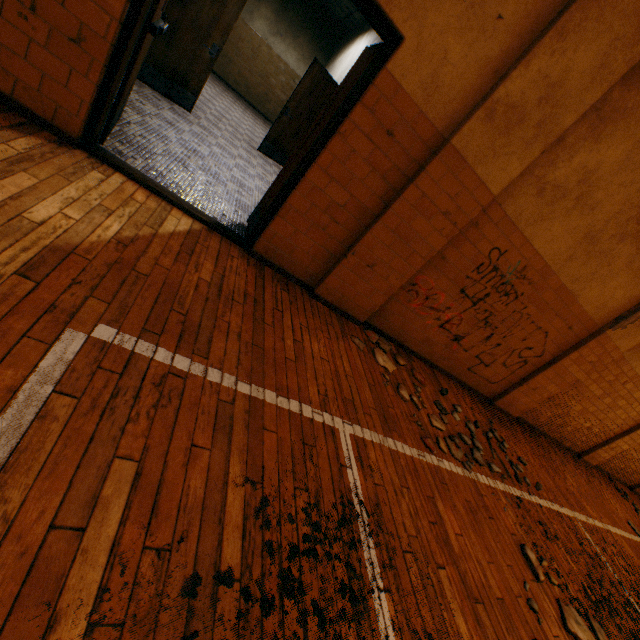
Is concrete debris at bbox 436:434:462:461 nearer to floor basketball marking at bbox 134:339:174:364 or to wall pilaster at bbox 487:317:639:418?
floor basketball marking at bbox 134:339:174:364

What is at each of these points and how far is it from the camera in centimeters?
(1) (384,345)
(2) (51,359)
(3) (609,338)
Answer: (1) concrete debris, 407cm
(2) floor basketball marking, 137cm
(3) wall pilaster, 483cm

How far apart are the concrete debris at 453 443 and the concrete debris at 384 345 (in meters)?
0.62

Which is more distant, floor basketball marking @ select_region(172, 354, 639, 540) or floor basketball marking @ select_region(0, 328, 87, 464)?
floor basketball marking @ select_region(172, 354, 639, 540)

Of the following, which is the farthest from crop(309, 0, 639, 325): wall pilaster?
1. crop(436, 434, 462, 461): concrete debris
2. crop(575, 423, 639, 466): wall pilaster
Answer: crop(575, 423, 639, 466): wall pilaster

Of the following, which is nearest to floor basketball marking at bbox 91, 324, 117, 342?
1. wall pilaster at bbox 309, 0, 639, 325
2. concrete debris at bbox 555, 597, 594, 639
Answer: concrete debris at bbox 555, 597, 594, 639

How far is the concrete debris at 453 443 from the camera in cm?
320

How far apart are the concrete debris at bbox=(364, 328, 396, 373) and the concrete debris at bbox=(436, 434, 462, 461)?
0.6m
